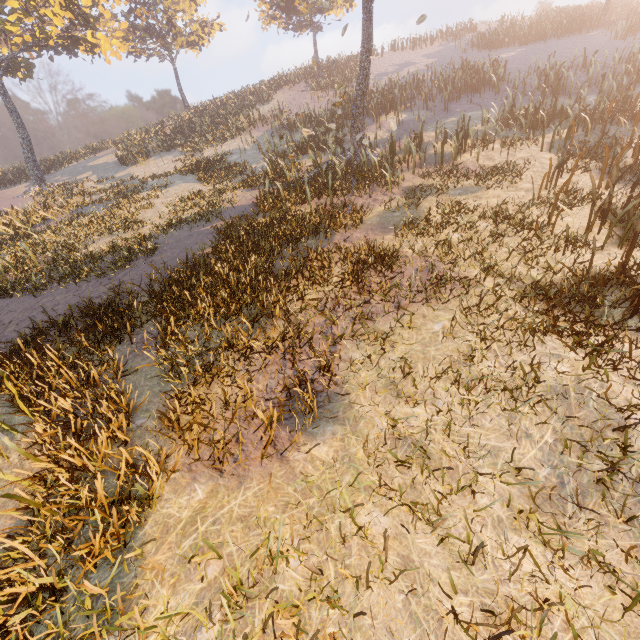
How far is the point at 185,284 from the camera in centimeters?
727cm
